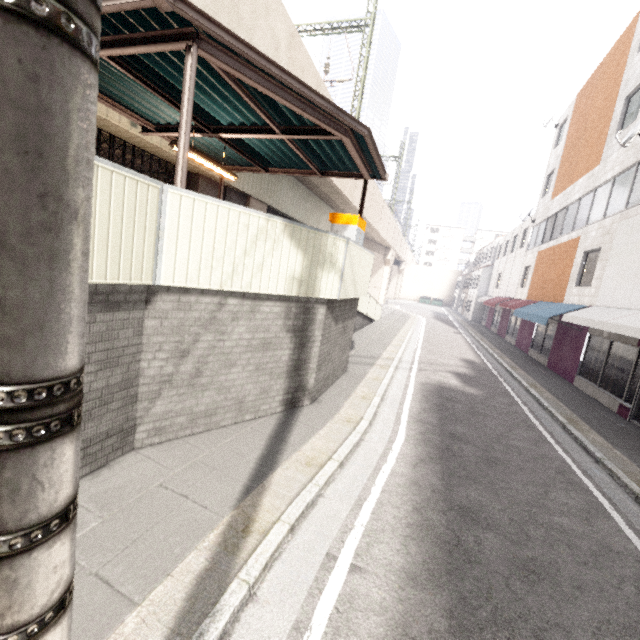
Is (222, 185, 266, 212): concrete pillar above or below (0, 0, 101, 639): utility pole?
above

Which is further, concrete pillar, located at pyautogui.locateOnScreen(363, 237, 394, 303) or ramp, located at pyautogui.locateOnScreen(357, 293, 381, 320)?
concrete pillar, located at pyautogui.locateOnScreen(363, 237, 394, 303)

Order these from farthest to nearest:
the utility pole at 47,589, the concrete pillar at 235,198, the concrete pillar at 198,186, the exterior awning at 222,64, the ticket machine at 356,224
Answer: the concrete pillar at 235,198 → the concrete pillar at 198,186 → the ticket machine at 356,224 → the exterior awning at 222,64 → the utility pole at 47,589

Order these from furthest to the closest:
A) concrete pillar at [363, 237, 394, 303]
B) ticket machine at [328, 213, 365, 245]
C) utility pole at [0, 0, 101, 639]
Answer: concrete pillar at [363, 237, 394, 303] → ticket machine at [328, 213, 365, 245] → utility pole at [0, 0, 101, 639]

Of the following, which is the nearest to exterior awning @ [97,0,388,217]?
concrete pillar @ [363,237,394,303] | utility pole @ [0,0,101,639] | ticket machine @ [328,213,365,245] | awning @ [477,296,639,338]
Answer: ticket machine @ [328,213,365,245]

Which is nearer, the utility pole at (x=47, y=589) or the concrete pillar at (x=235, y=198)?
the utility pole at (x=47, y=589)

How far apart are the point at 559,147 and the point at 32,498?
26.66m

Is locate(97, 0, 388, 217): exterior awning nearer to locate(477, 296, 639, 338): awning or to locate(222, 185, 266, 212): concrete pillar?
locate(222, 185, 266, 212): concrete pillar
